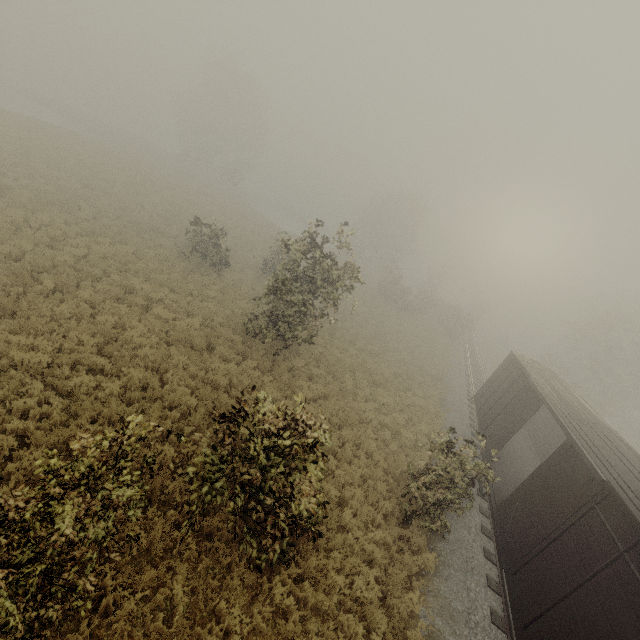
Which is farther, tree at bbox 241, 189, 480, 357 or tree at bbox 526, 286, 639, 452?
tree at bbox 526, 286, 639, 452

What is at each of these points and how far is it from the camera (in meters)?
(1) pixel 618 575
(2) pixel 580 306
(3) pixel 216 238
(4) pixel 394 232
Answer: (1) boxcar, 5.88
(2) tree, 49.44
(3) tree, 19.95
(4) tree, 48.19

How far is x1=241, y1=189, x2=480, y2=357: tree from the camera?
13.2m

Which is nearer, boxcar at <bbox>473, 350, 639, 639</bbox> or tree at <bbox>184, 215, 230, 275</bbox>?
boxcar at <bbox>473, 350, 639, 639</bbox>

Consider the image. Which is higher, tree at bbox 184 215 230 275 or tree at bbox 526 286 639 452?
tree at bbox 526 286 639 452

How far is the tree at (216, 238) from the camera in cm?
1953

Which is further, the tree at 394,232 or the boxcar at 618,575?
the tree at 394,232
